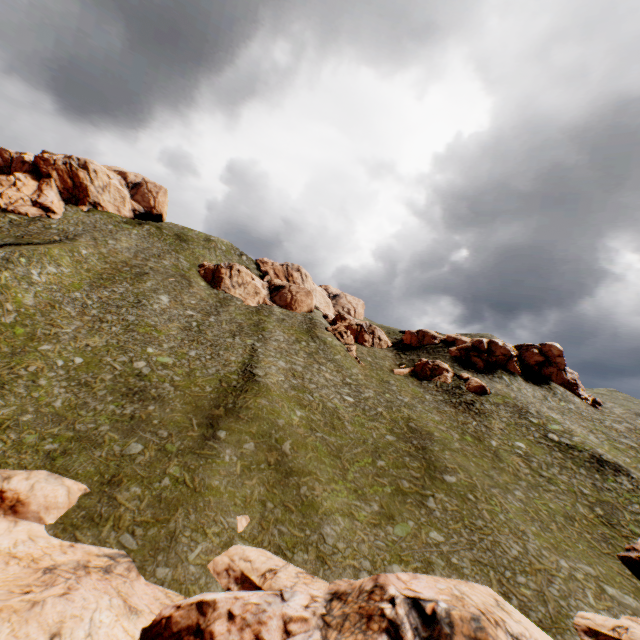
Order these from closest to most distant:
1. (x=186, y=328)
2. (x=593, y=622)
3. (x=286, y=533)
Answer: (x=593, y=622)
(x=286, y=533)
(x=186, y=328)

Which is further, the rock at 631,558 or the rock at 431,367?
the rock at 431,367

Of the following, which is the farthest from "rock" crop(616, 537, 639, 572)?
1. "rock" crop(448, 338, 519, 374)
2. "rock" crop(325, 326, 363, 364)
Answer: "rock" crop(325, 326, 363, 364)

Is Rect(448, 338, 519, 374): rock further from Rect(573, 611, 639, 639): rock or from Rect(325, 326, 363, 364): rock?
Rect(573, 611, 639, 639): rock

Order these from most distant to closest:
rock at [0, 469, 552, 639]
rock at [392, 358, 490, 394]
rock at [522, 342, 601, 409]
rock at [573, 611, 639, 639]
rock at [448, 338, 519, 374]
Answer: rock at [522, 342, 601, 409] < rock at [448, 338, 519, 374] < rock at [392, 358, 490, 394] < rock at [573, 611, 639, 639] < rock at [0, 469, 552, 639]

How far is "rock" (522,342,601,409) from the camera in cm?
5540

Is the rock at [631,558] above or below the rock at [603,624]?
above
